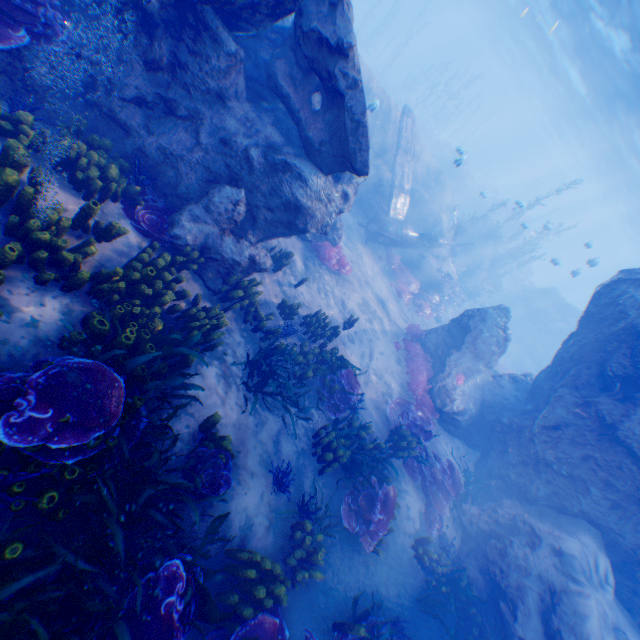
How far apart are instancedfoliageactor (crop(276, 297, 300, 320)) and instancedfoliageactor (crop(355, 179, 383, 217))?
10.23m

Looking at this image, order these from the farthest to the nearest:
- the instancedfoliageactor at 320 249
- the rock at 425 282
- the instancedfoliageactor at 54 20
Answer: the rock at 425 282 → the instancedfoliageactor at 320 249 → the instancedfoliageactor at 54 20

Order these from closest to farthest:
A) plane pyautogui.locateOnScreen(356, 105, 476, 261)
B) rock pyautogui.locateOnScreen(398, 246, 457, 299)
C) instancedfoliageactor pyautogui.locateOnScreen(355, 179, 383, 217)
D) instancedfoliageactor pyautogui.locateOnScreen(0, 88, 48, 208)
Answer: instancedfoliageactor pyautogui.locateOnScreen(0, 88, 48, 208) < plane pyautogui.locateOnScreen(356, 105, 476, 261) < instancedfoliageactor pyautogui.locateOnScreen(355, 179, 383, 217) < rock pyautogui.locateOnScreen(398, 246, 457, 299)

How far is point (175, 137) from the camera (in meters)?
6.63

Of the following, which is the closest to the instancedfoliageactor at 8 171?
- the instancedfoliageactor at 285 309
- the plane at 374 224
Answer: the instancedfoliageactor at 285 309

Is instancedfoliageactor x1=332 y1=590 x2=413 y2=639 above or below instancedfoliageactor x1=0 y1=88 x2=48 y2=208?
below

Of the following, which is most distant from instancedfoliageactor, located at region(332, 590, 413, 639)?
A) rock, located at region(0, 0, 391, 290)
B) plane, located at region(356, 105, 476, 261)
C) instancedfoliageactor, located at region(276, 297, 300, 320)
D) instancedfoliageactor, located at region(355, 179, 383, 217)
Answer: instancedfoliageactor, located at region(355, 179, 383, 217)
